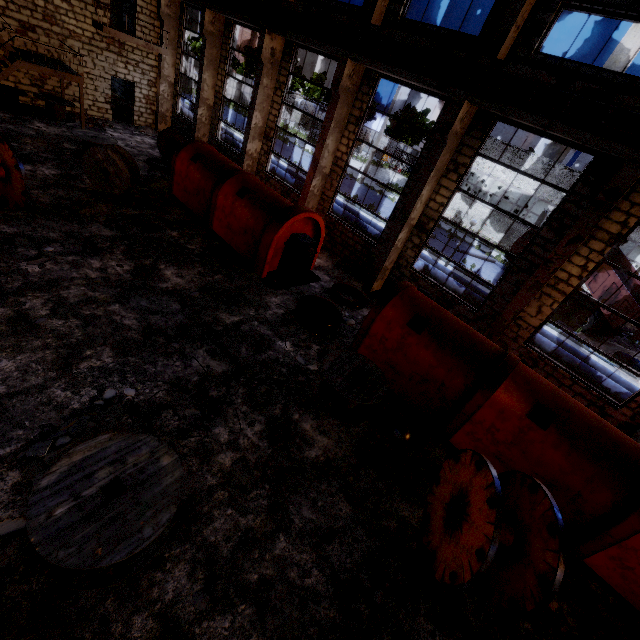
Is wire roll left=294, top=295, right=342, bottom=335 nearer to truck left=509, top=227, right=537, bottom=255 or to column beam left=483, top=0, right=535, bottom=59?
column beam left=483, top=0, right=535, bottom=59

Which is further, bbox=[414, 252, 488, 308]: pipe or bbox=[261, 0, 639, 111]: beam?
bbox=[414, 252, 488, 308]: pipe

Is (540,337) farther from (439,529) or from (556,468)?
(439,529)

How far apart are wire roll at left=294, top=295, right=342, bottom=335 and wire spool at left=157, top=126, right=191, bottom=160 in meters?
11.6

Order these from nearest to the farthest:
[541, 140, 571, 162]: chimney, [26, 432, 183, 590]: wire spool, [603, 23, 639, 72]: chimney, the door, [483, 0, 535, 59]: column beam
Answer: [26, 432, 183, 590]: wire spool < [483, 0, 535, 59]: column beam < the door < [603, 23, 639, 72]: chimney < [541, 140, 571, 162]: chimney

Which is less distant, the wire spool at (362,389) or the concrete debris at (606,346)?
the wire spool at (362,389)

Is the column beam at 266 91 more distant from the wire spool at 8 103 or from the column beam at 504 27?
the wire spool at 8 103

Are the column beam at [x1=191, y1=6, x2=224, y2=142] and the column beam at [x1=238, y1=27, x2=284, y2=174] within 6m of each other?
yes
